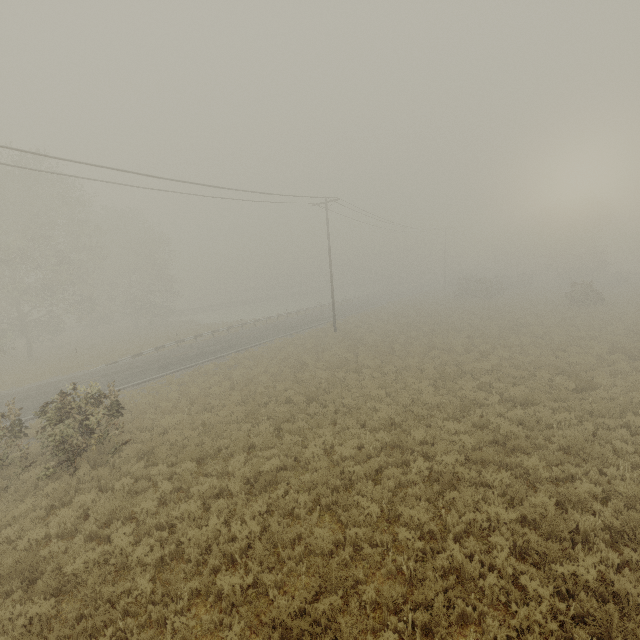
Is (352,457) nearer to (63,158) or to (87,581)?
(87,581)
